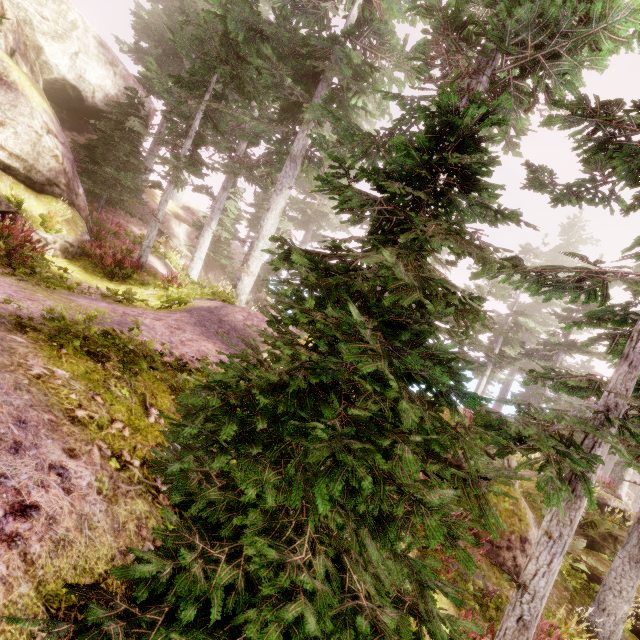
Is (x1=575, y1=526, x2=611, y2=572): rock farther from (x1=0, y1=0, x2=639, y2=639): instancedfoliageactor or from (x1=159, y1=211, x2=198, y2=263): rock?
(x1=159, y1=211, x2=198, y2=263): rock

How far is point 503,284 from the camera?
16.86m

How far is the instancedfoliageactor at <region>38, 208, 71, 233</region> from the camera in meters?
9.5

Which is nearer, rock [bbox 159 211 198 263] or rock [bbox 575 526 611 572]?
rock [bbox 575 526 611 572]

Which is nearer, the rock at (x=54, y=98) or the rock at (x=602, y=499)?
the rock at (x=54, y=98)

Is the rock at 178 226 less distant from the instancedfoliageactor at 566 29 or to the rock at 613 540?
the instancedfoliageactor at 566 29

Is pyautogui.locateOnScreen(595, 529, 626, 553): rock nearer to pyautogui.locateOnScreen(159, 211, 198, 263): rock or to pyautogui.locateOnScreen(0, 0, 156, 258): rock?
pyautogui.locateOnScreen(0, 0, 156, 258): rock

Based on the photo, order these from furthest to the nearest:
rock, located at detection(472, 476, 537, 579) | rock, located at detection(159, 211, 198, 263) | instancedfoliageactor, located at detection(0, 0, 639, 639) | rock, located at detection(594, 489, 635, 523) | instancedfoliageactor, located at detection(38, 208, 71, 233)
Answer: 1. rock, located at detection(159, 211, 198, 263)
2. rock, located at detection(594, 489, 635, 523)
3. instancedfoliageactor, located at detection(38, 208, 71, 233)
4. rock, located at detection(472, 476, 537, 579)
5. instancedfoliageactor, located at detection(0, 0, 639, 639)
